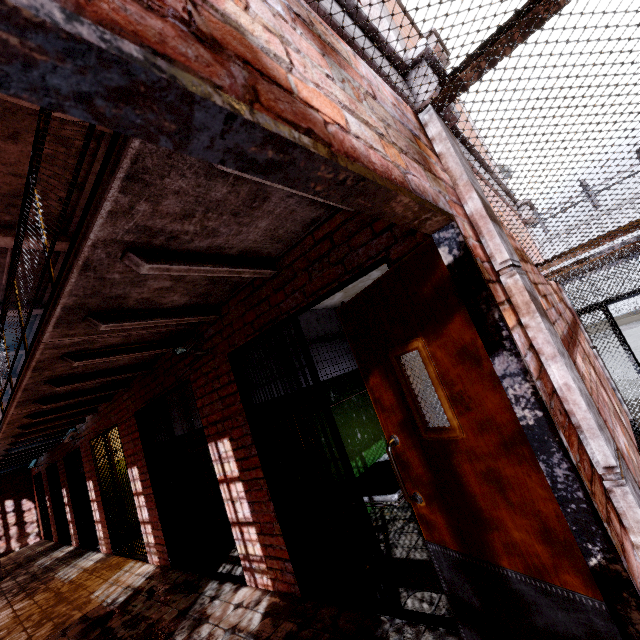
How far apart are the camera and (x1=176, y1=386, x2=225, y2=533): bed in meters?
2.5 m

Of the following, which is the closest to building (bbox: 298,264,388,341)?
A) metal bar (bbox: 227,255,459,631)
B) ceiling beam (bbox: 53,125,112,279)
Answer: metal bar (bbox: 227,255,459,631)

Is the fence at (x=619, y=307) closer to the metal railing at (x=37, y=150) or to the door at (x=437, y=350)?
the metal railing at (x=37, y=150)

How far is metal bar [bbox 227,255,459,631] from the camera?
2.4 meters

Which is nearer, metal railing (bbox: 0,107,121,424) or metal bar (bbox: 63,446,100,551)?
metal railing (bbox: 0,107,121,424)

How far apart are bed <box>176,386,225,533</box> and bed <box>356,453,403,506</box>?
2.0m

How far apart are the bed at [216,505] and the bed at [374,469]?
2.0 meters

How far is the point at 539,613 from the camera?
1.4 meters
